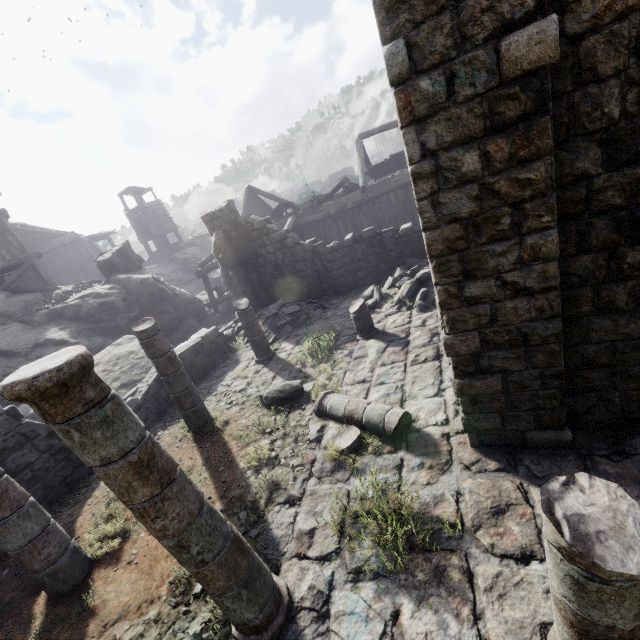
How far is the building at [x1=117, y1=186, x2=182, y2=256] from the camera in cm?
4022

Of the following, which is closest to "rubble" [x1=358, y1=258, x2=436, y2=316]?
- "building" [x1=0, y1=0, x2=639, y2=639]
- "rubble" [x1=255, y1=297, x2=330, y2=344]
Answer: "building" [x1=0, y1=0, x2=639, y2=639]

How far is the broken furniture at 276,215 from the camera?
19.8 meters

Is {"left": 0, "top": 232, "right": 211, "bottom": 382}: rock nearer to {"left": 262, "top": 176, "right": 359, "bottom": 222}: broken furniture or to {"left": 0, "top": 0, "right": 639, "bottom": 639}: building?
{"left": 0, "top": 0, "right": 639, "bottom": 639}: building

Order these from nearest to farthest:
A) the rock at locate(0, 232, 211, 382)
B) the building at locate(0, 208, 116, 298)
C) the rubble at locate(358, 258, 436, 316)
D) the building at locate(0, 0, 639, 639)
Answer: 1. the building at locate(0, 0, 639, 639)
2. the rubble at locate(358, 258, 436, 316)
3. the rock at locate(0, 232, 211, 382)
4. the building at locate(0, 208, 116, 298)

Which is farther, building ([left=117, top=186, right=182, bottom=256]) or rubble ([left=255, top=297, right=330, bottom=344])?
building ([left=117, top=186, right=182, bottom=256])

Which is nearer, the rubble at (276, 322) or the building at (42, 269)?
the rubble at (276, 322)

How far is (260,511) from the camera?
5.5 meters
